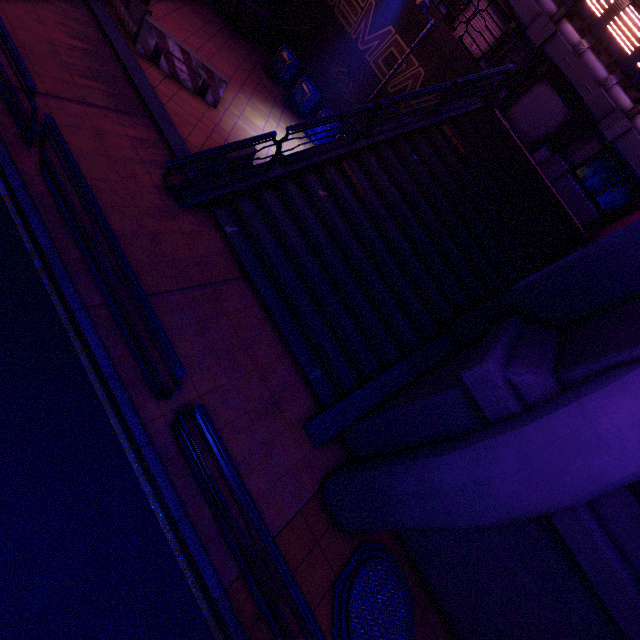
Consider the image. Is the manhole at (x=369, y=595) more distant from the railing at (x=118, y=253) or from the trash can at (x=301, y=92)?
the trash can at (x=301, y=92)

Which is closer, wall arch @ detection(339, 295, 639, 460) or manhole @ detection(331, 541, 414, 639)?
wall arch @ detection(339, 295, 639, 460)

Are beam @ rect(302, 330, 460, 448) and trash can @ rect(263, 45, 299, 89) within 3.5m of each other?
no

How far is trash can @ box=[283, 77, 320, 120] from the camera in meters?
14.0 m

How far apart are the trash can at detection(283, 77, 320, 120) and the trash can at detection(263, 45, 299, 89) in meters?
0.6

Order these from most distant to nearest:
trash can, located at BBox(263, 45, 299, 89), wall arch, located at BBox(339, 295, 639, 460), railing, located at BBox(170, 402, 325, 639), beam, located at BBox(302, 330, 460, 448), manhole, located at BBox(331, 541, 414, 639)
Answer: trash can, located at BBox(263, 45, 299, 89)
beam, located at BBox(302, 330, 460, 448)
manhole, located at BBox(331, 541, 414, 639)
wall arch, located at BBox(339, 295, 639, 460)
railing, located at BBox(170, 402, 325, 639)

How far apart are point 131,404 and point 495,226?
10.9 meters

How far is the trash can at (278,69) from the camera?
14.2m
